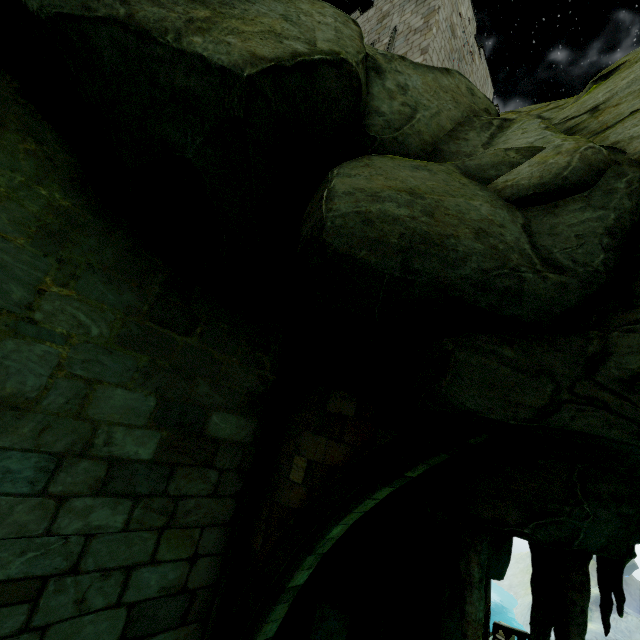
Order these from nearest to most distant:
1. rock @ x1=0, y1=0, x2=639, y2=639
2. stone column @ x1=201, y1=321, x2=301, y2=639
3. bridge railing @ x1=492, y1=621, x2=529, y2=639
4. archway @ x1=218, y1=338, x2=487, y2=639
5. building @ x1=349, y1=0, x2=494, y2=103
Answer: rock @ x1=0, y1=0, x2=639, y2=639 < archway @ x1=218, y1=338, x2=487, y2=639 < stone column @ x1=201, y1=321, x2=301, y2=639 < building @ x1=349, y1=0, x2=494, y2=103 < bridge railing @ x1=492, y1=621, x2=529, y2=639

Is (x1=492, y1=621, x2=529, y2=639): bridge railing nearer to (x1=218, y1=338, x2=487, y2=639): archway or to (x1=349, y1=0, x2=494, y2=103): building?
(x1=349, y1=0, x2=494, y2=103): building

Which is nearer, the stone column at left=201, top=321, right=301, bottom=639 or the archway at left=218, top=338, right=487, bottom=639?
the archway at left=218, top=338, right=487, bottom=639

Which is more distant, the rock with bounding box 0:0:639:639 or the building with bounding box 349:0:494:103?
the building with bounding box 349:0:494:103

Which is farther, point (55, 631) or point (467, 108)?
point (467, 108)

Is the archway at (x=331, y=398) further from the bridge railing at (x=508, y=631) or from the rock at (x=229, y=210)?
the bridge railing at (x=508, y=631)

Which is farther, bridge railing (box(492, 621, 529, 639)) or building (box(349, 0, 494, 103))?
bridge railing (box(492, 621, 529, 639))

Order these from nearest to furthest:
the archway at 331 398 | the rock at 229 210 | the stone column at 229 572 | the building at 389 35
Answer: the rock at 229 210 → the archway at 331 398 → the stone column at 229 572 → the building at 389 35
